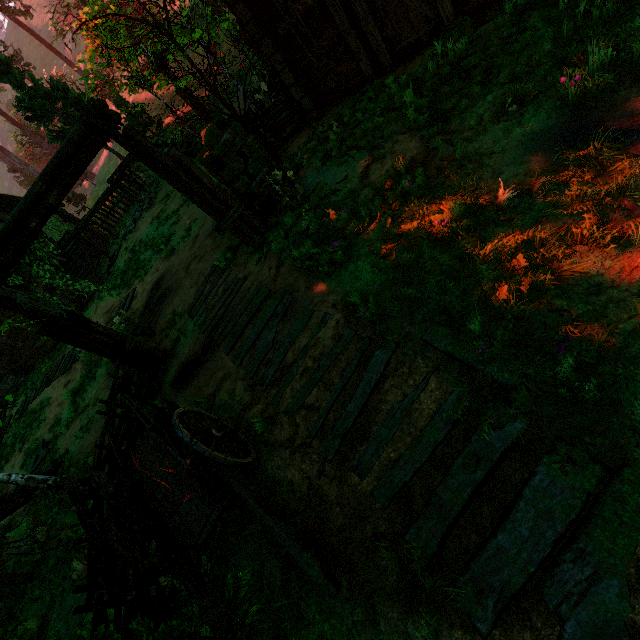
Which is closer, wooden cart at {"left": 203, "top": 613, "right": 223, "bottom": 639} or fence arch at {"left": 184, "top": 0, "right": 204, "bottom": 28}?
wooden cart at {"left": 203, "top": 613, "right": 223, "bottom": 639}

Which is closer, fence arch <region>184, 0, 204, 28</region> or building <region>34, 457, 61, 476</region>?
building <region>34, 457, 61, 476</region>

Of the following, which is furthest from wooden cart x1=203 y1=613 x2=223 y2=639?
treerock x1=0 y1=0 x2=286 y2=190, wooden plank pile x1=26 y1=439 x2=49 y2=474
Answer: wooden plank pile x1=26 y1=439 x2=49 y2=474

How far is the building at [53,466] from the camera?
7.6 meters

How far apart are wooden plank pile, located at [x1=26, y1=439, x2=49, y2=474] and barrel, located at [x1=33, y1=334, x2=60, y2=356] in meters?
8.3 m

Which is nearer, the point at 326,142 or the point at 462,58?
the point at 462,58

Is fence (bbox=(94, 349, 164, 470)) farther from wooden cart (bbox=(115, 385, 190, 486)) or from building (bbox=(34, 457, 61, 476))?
wooden cart (bbox=(115, 385, 190, 486))

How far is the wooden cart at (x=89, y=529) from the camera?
3.26m
